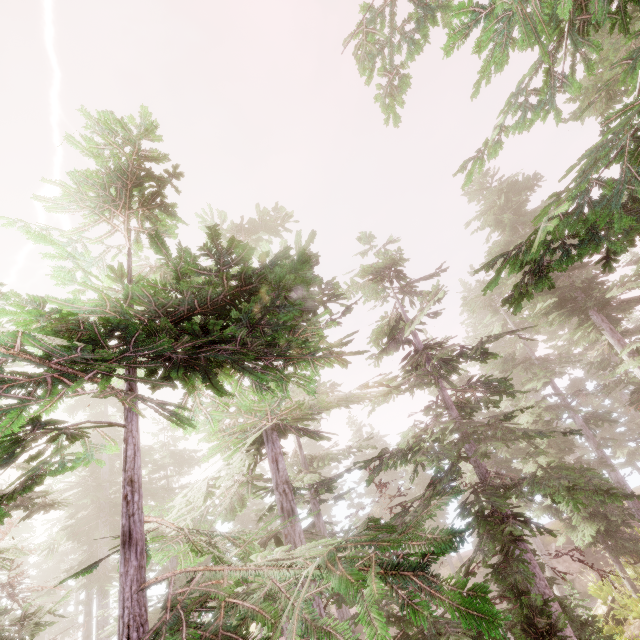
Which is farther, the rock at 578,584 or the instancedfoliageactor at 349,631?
the rock at 578,584

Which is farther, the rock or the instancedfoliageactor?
the rock

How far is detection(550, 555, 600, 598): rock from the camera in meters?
21.7

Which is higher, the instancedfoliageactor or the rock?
the instancedfoliageactor

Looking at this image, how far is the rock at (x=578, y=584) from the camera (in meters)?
21.73

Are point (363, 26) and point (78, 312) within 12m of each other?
yes
